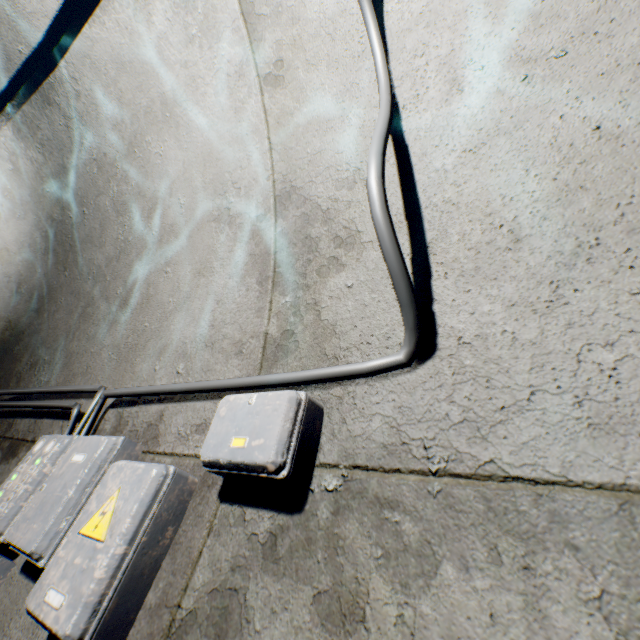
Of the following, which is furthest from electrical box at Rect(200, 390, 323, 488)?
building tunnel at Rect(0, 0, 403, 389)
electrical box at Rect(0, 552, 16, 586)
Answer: electrical box at Rect(0, 552, 16, 586)

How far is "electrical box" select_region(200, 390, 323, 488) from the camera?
0.7m

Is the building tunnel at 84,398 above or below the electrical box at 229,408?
above

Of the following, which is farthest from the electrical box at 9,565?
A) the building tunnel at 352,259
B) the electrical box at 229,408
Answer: the electrical box at 229,408

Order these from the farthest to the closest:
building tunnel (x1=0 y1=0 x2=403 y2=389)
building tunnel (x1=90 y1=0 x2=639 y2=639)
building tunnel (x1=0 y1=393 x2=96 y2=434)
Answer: building tunnel (x1=0 y1=393 x2=96 y2=434), building tunnel (x1=0 y1=0 x2=403 y2=389), building tunnel (x1=90 y1=0 x2=639 y2=639)

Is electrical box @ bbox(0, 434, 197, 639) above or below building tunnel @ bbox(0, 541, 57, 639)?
above

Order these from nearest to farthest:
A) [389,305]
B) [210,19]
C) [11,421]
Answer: [389,305] < [210,19] < [11,421]

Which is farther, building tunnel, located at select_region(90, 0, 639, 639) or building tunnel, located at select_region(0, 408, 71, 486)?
building tunnel, located at select_region(0, 408, 71, 486)
